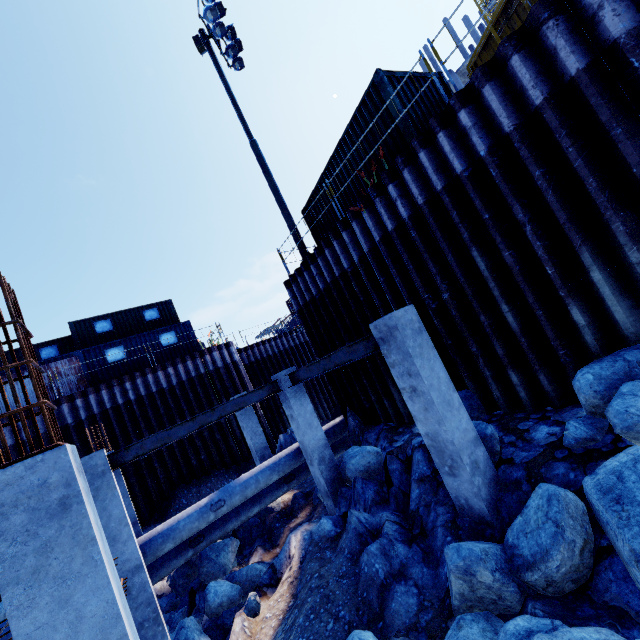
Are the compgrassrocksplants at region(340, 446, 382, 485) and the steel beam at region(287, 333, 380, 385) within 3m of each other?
yes

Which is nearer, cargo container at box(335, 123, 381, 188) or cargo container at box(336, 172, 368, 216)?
cargo container at box(335, 123, 381, 188)

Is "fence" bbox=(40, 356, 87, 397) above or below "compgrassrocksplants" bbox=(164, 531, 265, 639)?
above

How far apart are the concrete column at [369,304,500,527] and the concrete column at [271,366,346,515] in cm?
434

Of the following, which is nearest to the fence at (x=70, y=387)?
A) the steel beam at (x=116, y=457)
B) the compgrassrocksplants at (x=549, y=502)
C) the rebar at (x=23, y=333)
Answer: the steel beam at (x=116, y=457)

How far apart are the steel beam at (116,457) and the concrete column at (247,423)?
4.5 meters

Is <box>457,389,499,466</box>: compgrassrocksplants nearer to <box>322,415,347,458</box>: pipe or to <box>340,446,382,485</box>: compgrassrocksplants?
<box>340,446,382,485</box>: compgrassrocksplants

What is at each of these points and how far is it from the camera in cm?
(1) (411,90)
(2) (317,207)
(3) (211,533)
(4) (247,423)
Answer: (1) cargo container, 841
(2) cargo container, 1228
(3) pipe, 943
(4) concrete column, 1334
